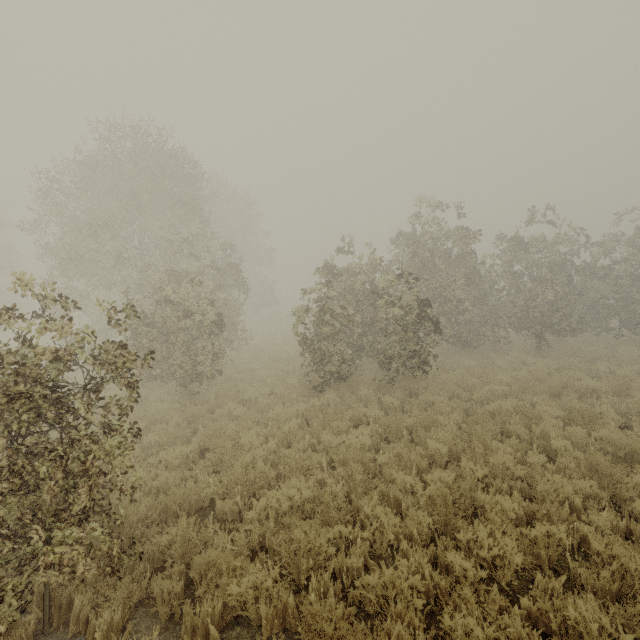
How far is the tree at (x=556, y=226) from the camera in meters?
14.4

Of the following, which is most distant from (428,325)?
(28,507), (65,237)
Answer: (65,237)

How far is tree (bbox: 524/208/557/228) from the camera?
14.40m
